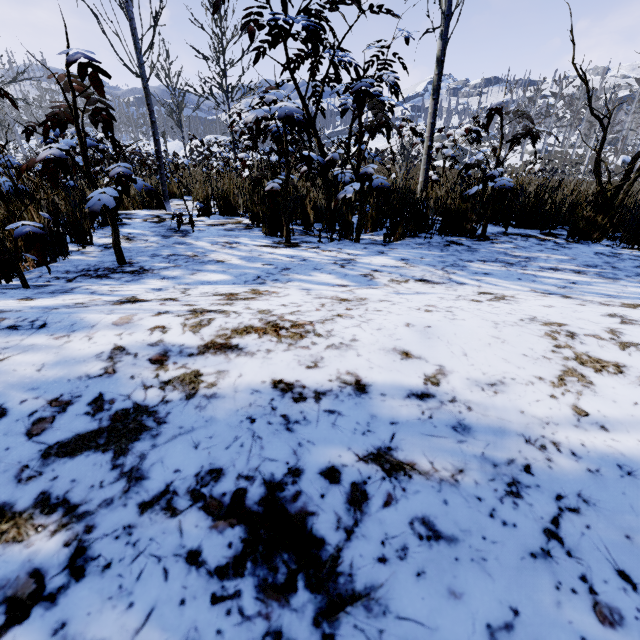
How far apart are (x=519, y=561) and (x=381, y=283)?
1.35m
